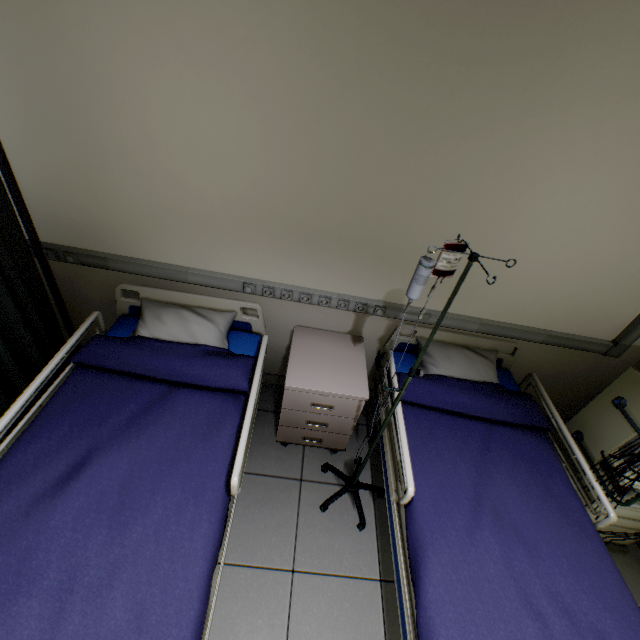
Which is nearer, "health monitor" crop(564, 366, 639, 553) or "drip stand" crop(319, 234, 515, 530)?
"drip stand" crop(319, 234, 515, 530)

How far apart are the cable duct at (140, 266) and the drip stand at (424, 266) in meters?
0.8

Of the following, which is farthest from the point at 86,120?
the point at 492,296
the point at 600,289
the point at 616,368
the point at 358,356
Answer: the point at 616,368

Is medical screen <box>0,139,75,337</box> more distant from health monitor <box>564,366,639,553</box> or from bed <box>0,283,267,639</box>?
health monitor <box>564,366,639,553</box>

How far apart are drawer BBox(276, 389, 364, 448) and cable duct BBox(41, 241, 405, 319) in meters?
0.6

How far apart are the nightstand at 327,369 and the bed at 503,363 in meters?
0.2 m

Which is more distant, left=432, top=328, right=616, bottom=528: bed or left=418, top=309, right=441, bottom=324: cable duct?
left=418, top=309, right=441, bottom=324: cable duct

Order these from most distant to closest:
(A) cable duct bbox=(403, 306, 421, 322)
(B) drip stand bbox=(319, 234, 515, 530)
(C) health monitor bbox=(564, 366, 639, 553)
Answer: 1. (A) cable duct bbox=(403, 306, 421, 322)
2. (C) health monitor bbox=(564, 366, 639, 553)
3. (B) drip stand bbox=(319, 234, 515, 530)
